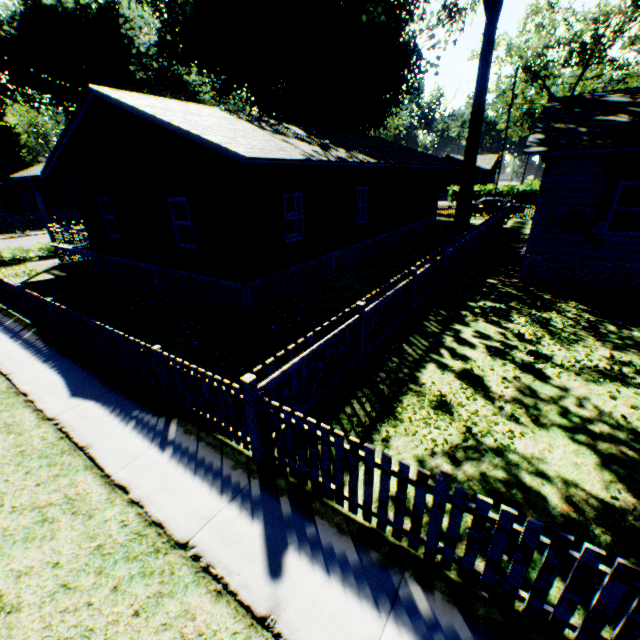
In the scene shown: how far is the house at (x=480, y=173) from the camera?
51.4m

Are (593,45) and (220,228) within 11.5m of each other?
no

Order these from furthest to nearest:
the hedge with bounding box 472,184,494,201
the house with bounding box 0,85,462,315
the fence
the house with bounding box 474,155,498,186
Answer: the house with bounding box 474,155,498,186 < the hedge with bounding box 472,184,494,201 < the house with bounding box 0,85,462,315 < the fence

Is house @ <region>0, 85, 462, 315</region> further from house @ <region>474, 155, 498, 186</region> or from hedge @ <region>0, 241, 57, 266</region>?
house @ <region>474, 155, 498, 186</region>

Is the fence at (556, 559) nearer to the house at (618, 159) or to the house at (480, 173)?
the house at (618, 159)

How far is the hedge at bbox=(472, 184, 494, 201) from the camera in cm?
4281

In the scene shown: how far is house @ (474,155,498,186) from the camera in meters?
51.4 m

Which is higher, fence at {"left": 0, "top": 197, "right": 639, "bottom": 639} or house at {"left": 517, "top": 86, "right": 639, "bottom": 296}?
house at {"left": 517, "top": 86, "right": 639, "bottom": 296}
